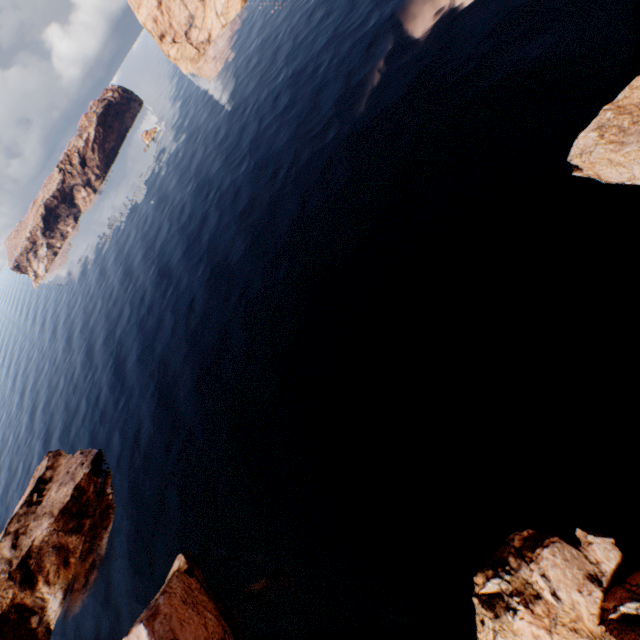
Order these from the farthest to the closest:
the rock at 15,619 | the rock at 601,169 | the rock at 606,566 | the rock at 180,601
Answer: the rock at 15,619, the rock at 180,601, the rock at 601,169, the rock at 606,566

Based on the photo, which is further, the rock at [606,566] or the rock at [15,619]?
the rock at [15,619]

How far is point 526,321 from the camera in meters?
20.8 m

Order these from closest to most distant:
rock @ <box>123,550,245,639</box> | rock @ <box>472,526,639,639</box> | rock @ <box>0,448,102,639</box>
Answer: rock @ <box>472,526,639,639</box> < rock @ <box>123,550,245,639</box> < rock @ <box>0,448,102,639</box>

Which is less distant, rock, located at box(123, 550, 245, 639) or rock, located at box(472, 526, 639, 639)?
rock, located at box(472, 526, 639, 639)
